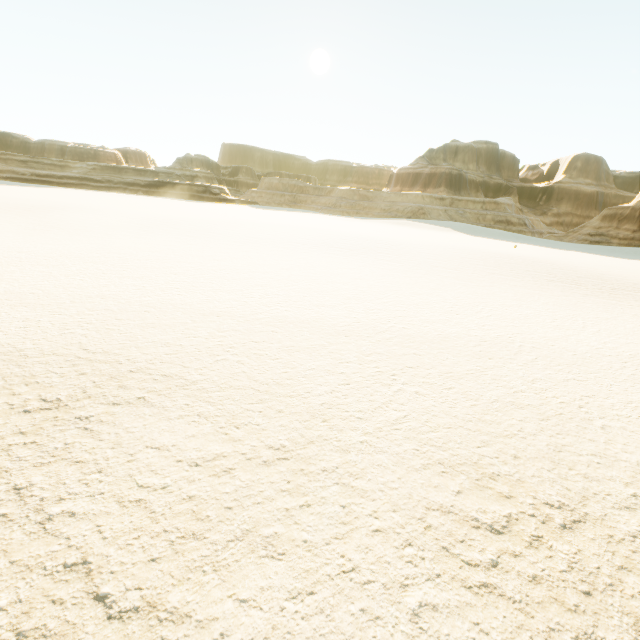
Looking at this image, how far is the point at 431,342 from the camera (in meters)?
8.85
